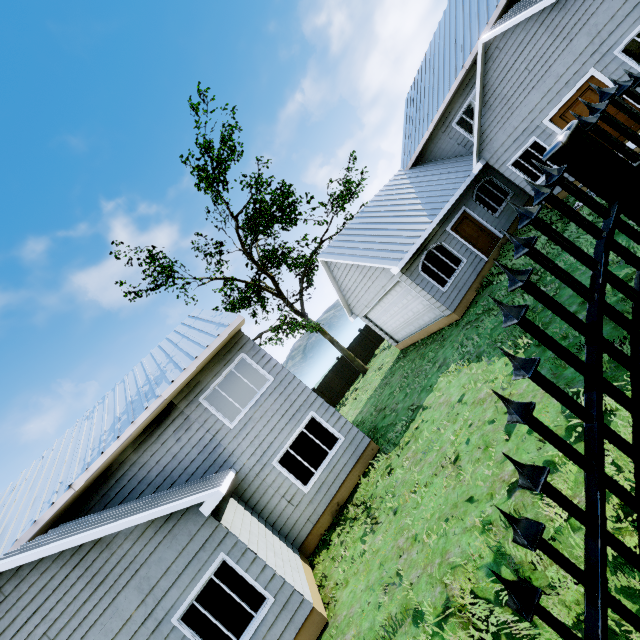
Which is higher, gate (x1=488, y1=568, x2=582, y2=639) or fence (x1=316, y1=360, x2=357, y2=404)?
gate (x1=488, y1=568, x2=582, y2=639)

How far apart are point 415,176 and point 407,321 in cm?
782

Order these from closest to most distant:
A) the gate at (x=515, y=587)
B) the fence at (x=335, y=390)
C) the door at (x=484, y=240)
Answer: the gate at (x=515, y=587), the door at (x=484, y=240), the fence at (x=335, y=390)

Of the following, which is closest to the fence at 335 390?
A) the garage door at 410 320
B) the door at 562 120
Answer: the garage door at 410 320

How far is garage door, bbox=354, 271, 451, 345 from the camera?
13.3m

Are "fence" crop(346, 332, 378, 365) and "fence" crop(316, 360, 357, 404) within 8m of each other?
yes

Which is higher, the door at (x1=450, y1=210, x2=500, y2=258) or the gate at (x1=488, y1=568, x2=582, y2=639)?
the gate at (x1=488, y1=568, x2=582, y2=639)

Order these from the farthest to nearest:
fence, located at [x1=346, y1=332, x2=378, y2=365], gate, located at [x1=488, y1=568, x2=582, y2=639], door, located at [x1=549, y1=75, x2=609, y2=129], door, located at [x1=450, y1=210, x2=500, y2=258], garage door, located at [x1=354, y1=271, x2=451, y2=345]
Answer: fence, located at [x1=346, y1=332, x2=378, y2=365] → door, located at [x1=450, y1=210, x2=500, y2=258] → garage door, located at [x1=354, y1=271, x2=451, y2=345] → door, located at [x1=549, y1=75, x2=609, y2=129] → gate, located at [x1=488, y1=568, x2=582, y2=639]
